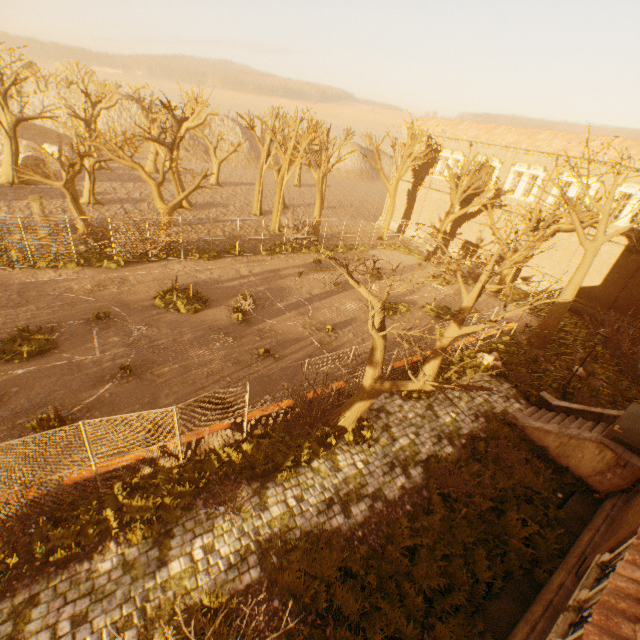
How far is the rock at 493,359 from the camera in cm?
1702

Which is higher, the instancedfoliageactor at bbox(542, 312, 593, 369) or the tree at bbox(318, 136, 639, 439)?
the tree at bbox(318, 136, 639, 439)

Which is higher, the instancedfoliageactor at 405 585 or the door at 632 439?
the door at 632 439

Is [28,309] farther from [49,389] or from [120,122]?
[120,122]

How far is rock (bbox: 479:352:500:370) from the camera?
17.02m

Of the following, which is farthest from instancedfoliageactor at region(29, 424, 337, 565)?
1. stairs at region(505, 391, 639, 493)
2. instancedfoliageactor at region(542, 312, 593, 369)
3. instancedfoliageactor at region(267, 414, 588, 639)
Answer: instancedfoliageactor at region(542, 312, 593, 369)

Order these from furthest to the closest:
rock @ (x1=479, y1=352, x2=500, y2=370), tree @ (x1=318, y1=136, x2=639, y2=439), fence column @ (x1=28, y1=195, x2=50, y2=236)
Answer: fence column @ (x1=28, y1=195, x2=50, y2=236) < rock @ (x1=479, y1=352, x2=500, y2=370) < tree @ (x1=318, y1=136, x2=639, y2=439)

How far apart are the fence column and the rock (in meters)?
28.72
